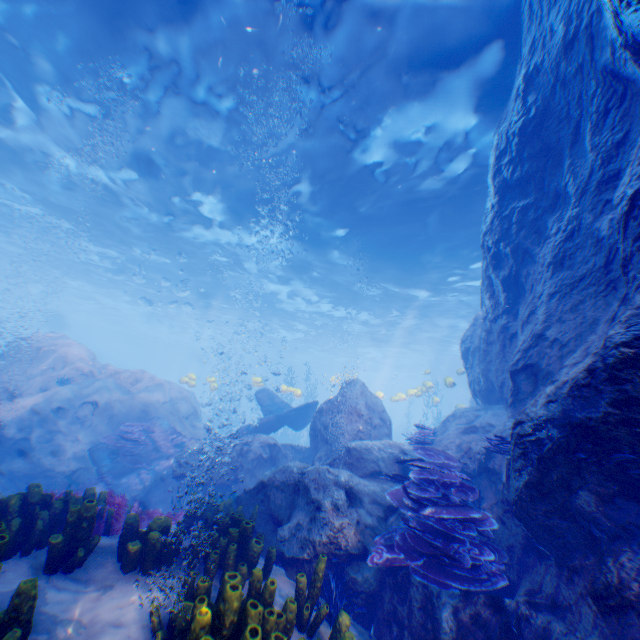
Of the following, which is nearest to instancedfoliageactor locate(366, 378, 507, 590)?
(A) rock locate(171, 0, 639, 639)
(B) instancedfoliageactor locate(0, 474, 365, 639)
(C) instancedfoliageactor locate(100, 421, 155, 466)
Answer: (A) rock locate(171, 0, 639, 639)

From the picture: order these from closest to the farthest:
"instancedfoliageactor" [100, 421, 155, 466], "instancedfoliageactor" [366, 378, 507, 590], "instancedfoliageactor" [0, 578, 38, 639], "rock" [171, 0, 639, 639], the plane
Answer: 1. "instancedfoliageactor" [0, 578, 38, 639]
2. "rock" [171, 0, 639, 639]
3. "instancedfoliageactor" [366, 378, 507, 590]
4. the plane
5. "instancedfoliageactor" [100, 421, 155, 466]

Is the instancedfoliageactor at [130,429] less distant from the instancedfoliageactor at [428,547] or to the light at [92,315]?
the instancedfoliageactor at [428,547]

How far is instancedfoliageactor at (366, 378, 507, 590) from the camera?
4.0m

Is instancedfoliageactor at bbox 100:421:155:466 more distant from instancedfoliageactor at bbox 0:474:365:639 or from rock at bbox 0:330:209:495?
instancedfoliageactor at bbox 0:474:365:639

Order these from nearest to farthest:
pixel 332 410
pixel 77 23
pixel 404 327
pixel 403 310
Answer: pixel 77 23
pixel 332 410
pixel 403 310
pixel 404 327

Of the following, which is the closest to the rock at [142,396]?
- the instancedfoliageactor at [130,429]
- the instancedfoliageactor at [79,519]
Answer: the instancedfoliageactor at [130,429]

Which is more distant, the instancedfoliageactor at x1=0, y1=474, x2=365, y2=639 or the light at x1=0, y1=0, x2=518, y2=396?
the light at x1=0, y1=0, x2=518, y2=396
